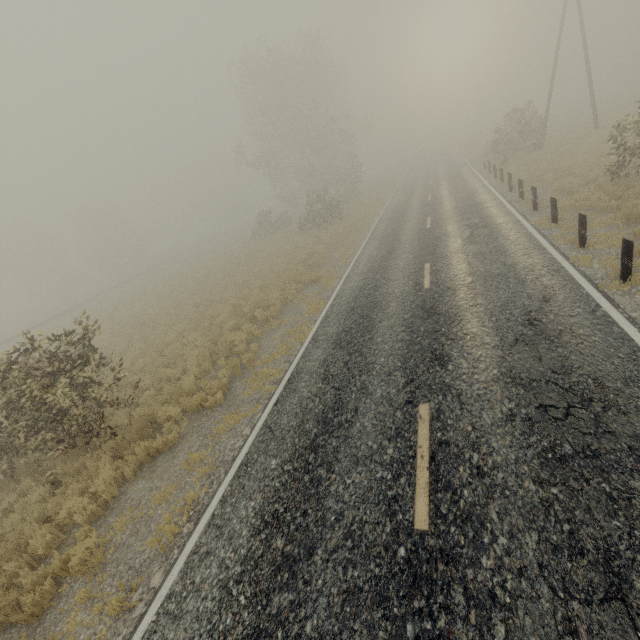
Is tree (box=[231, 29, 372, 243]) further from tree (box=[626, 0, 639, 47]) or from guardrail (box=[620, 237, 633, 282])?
tree (box=[626, 0, 639, 47])

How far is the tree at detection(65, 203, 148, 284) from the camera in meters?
51.4 m

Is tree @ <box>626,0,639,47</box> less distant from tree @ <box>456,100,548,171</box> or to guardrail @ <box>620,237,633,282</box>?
tree @ <box>456,100,548,171</box>

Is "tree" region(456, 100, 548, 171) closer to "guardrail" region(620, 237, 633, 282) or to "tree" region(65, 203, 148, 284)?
"tree" region(65, 203, 148, 284)

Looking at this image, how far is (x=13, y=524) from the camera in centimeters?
707cm

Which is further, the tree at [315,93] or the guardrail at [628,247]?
the tree at [315,93]

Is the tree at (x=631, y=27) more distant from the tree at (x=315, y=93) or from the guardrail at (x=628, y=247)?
the guardrail at (x=628, y=247)
